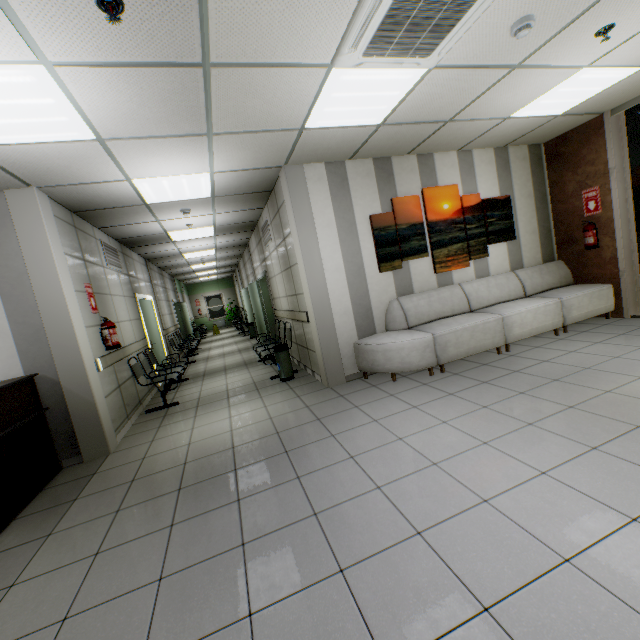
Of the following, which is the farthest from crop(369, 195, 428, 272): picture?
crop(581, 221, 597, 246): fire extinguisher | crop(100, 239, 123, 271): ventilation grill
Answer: crop(100, 239, 123, 271): ventilation grill

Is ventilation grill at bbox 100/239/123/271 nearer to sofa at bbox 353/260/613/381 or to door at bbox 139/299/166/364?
door at bbox 139/299/166/364

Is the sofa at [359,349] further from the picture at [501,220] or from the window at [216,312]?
the window at [216,312]

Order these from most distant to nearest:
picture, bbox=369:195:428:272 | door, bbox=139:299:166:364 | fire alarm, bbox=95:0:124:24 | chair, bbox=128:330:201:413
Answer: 1. door, bbox=139:299:166:364
2. chair, bbox=128:330:201:413
3. picture, bbox=369:195:428:272
4. fire alarm, bbox=95:0:124:24

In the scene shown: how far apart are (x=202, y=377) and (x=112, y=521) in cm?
496

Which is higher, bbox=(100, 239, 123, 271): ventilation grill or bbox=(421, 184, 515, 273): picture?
bbox=(100, 239, 123, 271): ventilation grill

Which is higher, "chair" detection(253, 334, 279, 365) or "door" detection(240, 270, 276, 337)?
"door" detection(240, 270, 276, 337)

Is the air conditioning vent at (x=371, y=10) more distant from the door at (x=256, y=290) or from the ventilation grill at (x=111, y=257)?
the door at (x=256, y=290)
